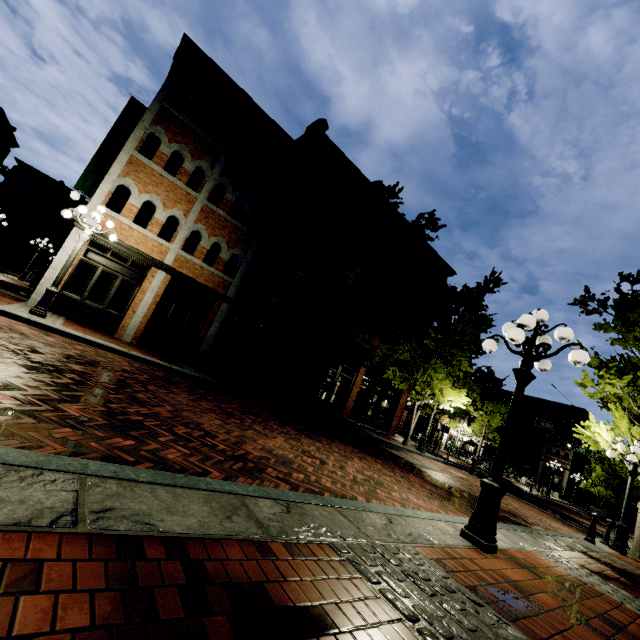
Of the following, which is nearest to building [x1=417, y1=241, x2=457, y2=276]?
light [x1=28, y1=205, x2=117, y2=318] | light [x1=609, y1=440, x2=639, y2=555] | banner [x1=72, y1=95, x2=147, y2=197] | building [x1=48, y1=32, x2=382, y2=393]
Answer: banner [x1=72, y1=95, x2=147, y2=197]

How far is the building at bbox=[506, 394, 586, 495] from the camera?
43.91m

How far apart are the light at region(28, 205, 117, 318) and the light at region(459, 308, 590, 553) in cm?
1077

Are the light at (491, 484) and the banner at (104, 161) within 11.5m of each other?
no

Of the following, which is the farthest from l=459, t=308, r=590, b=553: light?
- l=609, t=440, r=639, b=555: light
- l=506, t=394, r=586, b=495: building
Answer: l=506, t=394, r=586, b=495: building

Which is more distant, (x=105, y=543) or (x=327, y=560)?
(x=327, y=560)

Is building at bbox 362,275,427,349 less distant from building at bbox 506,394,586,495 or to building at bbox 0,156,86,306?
building at bbox 0,156,86,306

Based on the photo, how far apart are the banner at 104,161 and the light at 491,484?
16.4 meters
